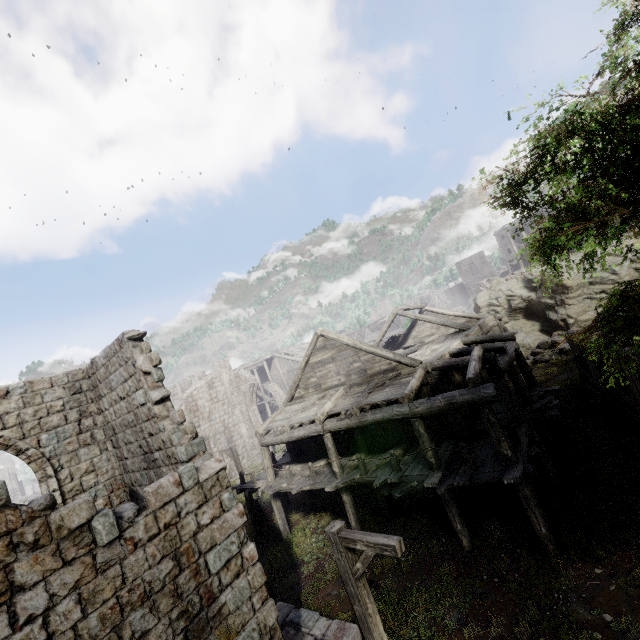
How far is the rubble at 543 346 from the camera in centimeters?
2264cm

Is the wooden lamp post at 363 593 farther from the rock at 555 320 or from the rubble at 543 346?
the rock at 555 320

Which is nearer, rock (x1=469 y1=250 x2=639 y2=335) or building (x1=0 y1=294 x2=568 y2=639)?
building (x1=0 y1=294 x2=568 y2=639)

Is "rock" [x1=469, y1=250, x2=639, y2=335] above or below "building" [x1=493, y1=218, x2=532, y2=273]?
below

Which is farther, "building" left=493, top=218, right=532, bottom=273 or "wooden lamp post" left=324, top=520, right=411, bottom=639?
"building" left=493, top=218, right=532, bottom=273

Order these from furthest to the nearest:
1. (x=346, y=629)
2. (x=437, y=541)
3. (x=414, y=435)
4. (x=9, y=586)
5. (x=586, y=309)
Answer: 1. (x=586, y=309)
2. (x=414, y=435)
3. (x=437, y=541)
4. (x=346, y=629)
5. (x=9, y=586)

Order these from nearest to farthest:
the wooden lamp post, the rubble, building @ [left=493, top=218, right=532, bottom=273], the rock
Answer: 1. the wooden lamp post
2. the rubble
3. the rock
4. building @ [left=493, top=218, right=532, bottom=273]

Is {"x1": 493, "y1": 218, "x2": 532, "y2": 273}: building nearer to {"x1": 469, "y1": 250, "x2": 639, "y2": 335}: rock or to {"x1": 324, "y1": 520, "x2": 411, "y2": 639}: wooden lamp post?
{"x1": 469, "y1": 250, "x2": 639, "y2": 335}: rock
